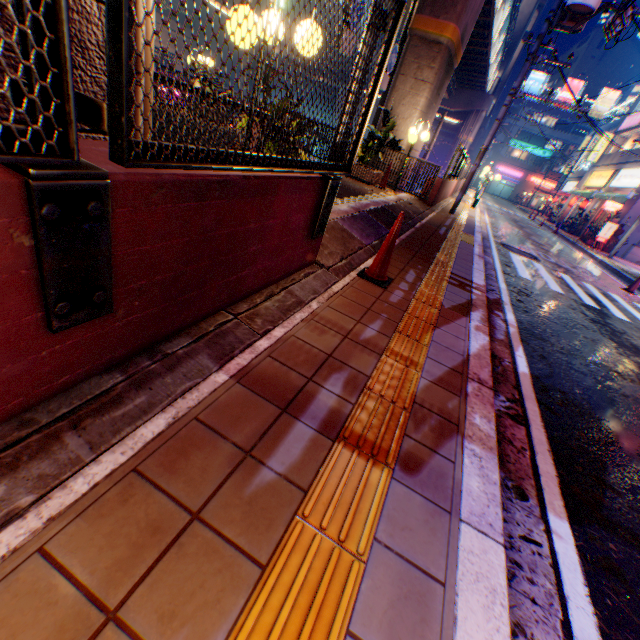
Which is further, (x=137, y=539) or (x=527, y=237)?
(x=527, y=237)

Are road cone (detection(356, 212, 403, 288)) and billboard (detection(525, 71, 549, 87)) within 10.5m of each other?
no

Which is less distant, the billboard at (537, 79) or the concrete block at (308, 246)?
the concrete block at (308, 246)

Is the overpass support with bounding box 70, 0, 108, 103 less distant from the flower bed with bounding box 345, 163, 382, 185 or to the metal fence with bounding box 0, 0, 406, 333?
the metal fence with bounding box 0, 0, 406, 333

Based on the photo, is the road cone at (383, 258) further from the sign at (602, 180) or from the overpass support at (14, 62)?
the sign at (602, 180)

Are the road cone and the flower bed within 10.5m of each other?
yes

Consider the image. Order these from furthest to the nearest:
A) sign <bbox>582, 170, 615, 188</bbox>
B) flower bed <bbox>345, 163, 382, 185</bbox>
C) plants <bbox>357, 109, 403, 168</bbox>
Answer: sign <bbox>582, 170, 615, 188</bbox>, flower bed <bbox>345, 163, 382, 185</bbox>, plants <bbox>357, 109, 403, 168</bbox>

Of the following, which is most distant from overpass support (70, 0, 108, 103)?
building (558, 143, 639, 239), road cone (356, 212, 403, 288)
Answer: building (558, 143, 639, 239)
